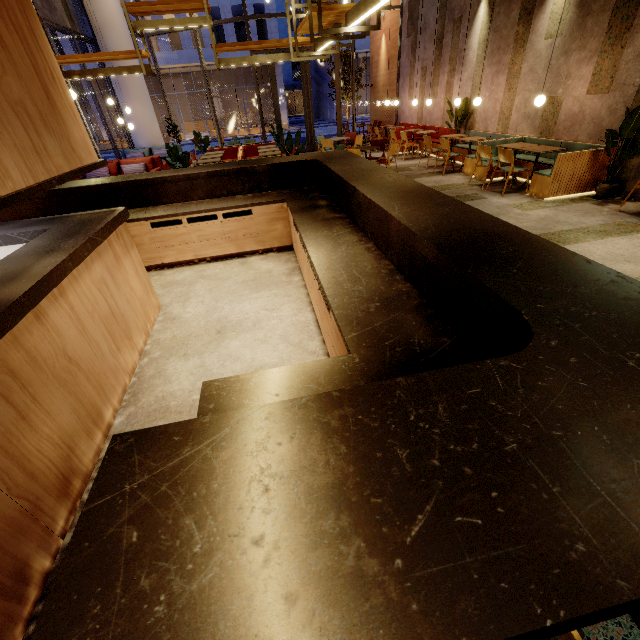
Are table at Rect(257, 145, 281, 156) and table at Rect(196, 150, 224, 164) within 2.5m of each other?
yes

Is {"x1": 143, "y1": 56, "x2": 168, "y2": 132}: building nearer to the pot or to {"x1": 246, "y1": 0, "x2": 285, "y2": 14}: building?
{"x1": 246, "y1": 0, "x2": 285, "y2": 14}: building

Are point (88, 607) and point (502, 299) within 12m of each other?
yes

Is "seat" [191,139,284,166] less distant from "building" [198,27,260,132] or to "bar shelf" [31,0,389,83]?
"bar shelf" [31,0,389,83]

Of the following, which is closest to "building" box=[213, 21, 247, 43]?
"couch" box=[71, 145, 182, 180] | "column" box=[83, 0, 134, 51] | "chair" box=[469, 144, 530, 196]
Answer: "column" box=[83, 0, 134, 51]

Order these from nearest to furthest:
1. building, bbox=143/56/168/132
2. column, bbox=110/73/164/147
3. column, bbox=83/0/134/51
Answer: column, bbox=83/0/134/51, column, bbox=110/73/164/147, building, bbox=143/56/168/132

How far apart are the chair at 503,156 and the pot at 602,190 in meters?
1.1

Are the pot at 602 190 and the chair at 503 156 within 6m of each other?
yes
